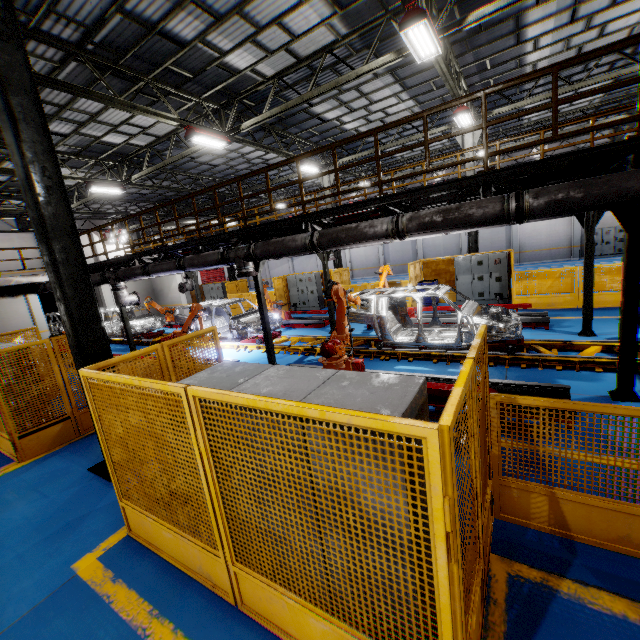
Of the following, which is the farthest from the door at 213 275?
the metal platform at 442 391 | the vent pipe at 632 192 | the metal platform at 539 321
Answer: the metal platform at 442 391

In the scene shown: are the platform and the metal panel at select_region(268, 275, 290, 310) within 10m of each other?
yes

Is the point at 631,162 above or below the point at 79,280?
above

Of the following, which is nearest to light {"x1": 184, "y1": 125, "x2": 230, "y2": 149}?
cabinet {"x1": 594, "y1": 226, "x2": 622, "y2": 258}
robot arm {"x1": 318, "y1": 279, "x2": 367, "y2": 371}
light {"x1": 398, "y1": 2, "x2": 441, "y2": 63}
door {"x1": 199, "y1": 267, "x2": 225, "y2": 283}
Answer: robot arm {"x1": 318, "y1": 279, "x2": 367, "y2": 371}

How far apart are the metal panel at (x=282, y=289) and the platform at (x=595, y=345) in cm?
456

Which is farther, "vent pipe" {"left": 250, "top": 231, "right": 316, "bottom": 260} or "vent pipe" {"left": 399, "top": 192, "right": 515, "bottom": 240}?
"vent pipe" {"left": 250, "top": 231, "right": 316, "bottom": 260}

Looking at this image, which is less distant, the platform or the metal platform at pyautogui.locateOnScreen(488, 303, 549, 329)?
the platform

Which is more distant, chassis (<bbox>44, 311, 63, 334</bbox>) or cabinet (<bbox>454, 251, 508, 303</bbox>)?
chassis (<bbox>44, 311, 63, 334</bbox>)
